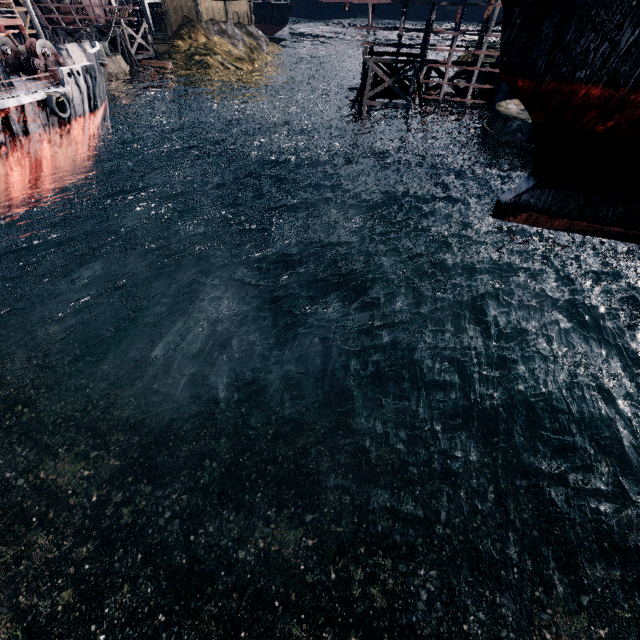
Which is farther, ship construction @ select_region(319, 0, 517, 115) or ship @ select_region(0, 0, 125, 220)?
ship construction @ select_region(319, 0, 517, 115)

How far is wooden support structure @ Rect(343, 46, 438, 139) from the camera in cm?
3183

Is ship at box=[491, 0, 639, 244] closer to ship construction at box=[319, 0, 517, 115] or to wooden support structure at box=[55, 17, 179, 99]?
ship construction at box=[319, 0, 517, 115]

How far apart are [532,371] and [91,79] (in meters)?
39.10

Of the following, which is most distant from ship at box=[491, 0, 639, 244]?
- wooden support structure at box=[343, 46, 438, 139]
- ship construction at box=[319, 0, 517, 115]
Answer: wooden support structure at box=[343, 46, 438, 139]

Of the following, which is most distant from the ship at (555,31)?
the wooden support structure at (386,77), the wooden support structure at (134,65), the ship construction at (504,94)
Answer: the wooden support structure at (134,65)

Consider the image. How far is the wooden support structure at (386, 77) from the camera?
31.83m

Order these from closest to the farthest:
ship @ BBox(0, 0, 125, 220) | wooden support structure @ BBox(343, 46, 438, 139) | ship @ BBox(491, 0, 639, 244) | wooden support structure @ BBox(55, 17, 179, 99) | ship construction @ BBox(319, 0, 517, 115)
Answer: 1. ship @ BBox(491, 0, 639, 244)
2. ship @ BBox(0, 0, 125, 220)
3. ship construction @ BBox(319, 0, 517, 115)
4. wooden support structure @ BBox(343, 46, 438, 139)
5. wooden support structure @ BBox(55, 17, 179, 99)
